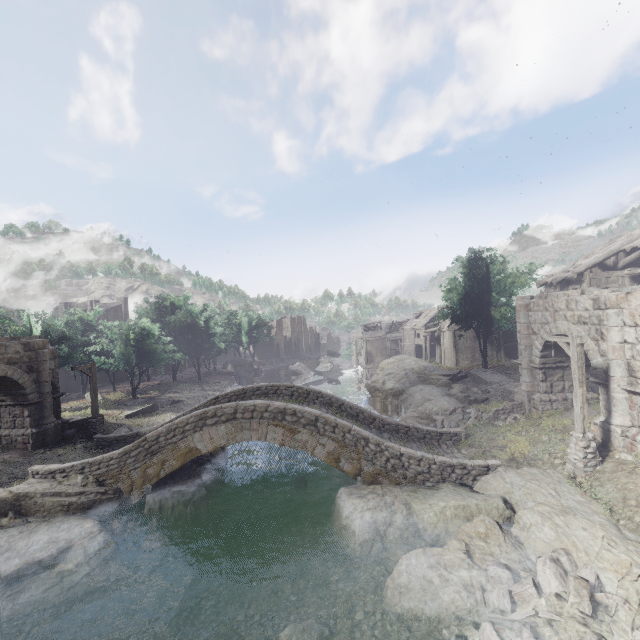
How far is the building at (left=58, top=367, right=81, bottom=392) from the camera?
40.00m

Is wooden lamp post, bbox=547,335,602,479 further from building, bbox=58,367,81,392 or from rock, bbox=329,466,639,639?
building, bbox=58,367,81,392

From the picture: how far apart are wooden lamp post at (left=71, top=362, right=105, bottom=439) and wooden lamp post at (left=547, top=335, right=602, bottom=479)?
24.3 meters

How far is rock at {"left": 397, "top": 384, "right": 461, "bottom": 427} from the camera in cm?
2074

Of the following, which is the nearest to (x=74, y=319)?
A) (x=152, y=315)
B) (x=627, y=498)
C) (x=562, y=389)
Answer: (x=152, y=315)

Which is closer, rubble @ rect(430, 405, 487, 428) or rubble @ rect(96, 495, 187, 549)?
rubble @ rect(96, 495, 187, 549)

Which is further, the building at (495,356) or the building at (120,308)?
the building at (120,308)

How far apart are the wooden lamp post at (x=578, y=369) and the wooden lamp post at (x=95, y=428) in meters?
24.3 m
